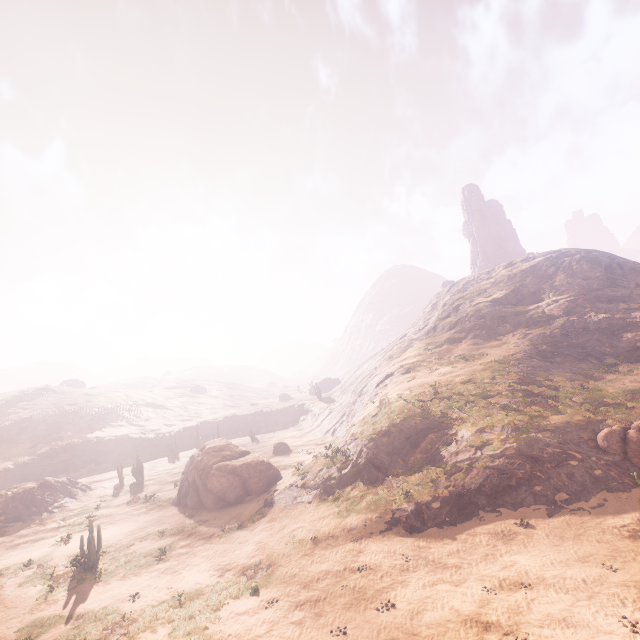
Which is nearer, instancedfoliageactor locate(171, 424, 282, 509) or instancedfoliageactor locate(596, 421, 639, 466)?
instancedfoliageactor locate(596, 421, 639, 466)

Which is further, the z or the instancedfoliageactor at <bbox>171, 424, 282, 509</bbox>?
the instancedfoliageactor at <bbox>171, 424, 282, 509</bbox>

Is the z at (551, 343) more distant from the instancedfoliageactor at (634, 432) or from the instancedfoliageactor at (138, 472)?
the instancedfoliageactor at (138, 472)

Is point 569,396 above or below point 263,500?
above

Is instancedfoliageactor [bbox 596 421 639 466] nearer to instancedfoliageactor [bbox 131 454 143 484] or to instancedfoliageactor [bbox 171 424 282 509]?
instancedfoliageactor [bbox 171 424 282 509]

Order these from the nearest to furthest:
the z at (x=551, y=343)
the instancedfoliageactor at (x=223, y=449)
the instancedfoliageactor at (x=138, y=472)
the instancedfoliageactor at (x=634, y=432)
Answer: the z at (x=551, y=343), the instancedfoliageactor at (x=634, y=432), the instancedfoliageactor at (x=223, y=449), the instancedfoliageactor at (x=138, y=472)

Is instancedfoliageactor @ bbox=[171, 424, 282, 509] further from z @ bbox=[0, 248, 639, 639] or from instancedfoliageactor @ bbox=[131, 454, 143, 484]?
instancedfoliageactor @ bbox=[131, 454, 143, 484]

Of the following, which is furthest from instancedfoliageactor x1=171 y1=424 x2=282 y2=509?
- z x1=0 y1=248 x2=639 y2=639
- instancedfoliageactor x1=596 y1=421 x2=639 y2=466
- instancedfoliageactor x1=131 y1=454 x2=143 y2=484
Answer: instancedfoliageactor x1=596 y1=421 x2=639 y2=466
